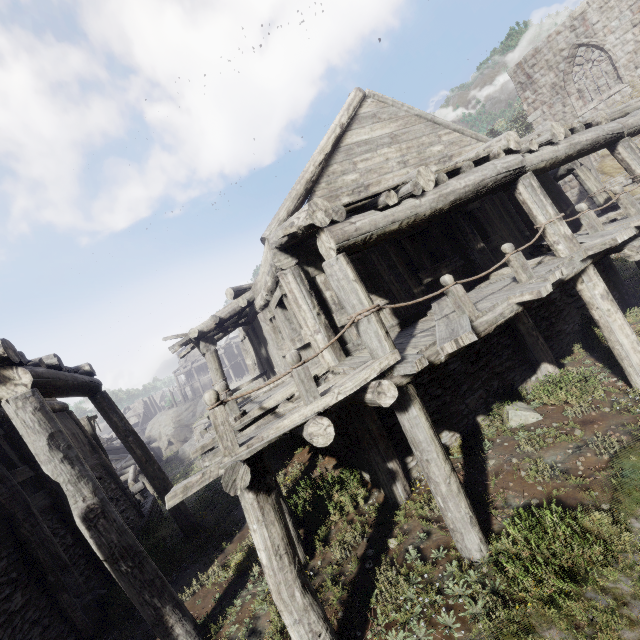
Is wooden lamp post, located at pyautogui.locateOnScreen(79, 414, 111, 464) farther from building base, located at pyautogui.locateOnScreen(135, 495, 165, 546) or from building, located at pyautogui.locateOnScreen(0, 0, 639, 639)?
building, located at pyautogui.locateOnScreen(0, 0, 639, 639)

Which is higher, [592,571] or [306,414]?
[306,414]

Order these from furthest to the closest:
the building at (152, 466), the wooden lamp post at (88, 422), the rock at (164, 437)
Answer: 1. the rock at (164, 437)
2. the wooden lamp post at (88, 422)
3. the building at (152, 466)

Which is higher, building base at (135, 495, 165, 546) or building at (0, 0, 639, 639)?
building at (0, 0, 639, 639)

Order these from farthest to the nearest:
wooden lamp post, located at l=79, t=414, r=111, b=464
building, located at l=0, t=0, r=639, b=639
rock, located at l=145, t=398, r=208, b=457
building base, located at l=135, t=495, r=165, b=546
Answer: rock, located at l=145, t=398, r=208, b=457
wooden lamp post, located at l=79, t=414, r=111, b=464
building base, located at l=135, t=495, r=165, b=546
building, located at l=0, t=0, r=639, b=639

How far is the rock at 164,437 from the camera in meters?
44.0 m

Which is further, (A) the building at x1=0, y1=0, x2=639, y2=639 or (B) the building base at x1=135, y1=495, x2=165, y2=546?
(B) the building base at x1=135, y1=495, x2=165, y2=546

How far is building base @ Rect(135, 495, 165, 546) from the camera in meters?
10.5 m
